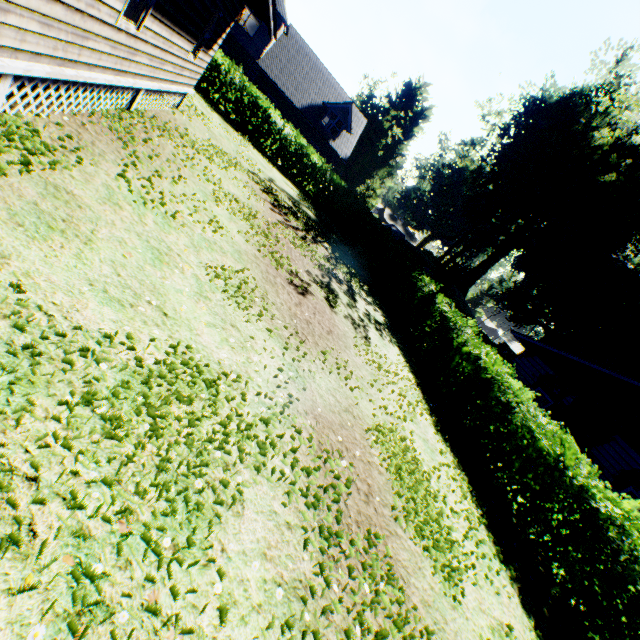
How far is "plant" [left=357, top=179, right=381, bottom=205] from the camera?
39.14m

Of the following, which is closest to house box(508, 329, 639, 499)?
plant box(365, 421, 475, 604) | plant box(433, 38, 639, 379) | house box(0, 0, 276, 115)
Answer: plant box(365, 421, 475, 604)

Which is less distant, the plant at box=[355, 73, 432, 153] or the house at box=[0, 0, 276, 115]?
the house at box=[0, 0, 276, 115]

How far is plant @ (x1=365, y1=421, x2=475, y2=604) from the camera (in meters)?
4.66

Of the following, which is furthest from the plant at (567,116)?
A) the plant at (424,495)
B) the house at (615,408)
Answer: the house at (615,408)

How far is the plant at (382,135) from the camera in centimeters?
5271cm

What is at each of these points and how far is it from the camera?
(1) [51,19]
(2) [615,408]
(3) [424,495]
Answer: (1) house, 4.07m
(2) house, 13.29m
(3) plant, 5.63m
